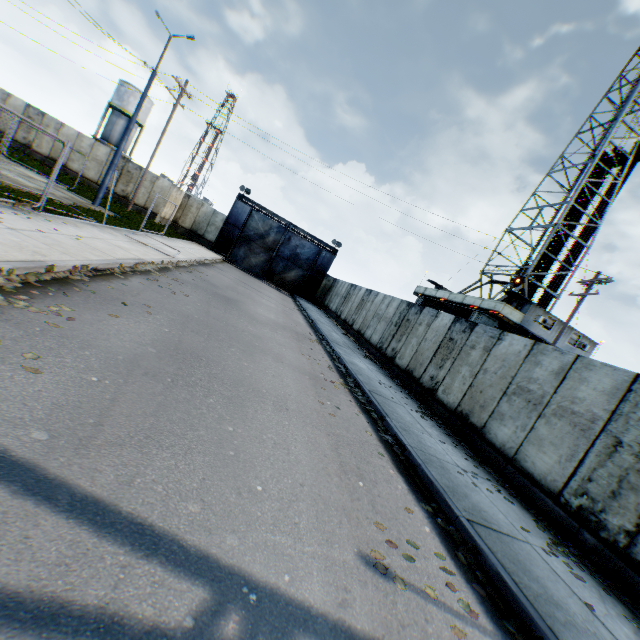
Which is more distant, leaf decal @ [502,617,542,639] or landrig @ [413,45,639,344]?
landrig @ [413,45,639,344]

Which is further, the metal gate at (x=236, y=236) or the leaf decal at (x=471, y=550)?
the metal gate at (x=236, y=236)

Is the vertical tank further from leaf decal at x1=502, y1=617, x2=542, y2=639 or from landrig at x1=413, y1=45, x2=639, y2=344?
leaf decal at x1=502, y1=617, x2=542, y2=639

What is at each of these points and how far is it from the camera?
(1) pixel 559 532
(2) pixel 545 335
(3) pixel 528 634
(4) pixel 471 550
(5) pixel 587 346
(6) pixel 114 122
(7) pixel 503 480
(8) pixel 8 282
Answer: (1) leaf decal, 6.04m
(2) landrig, 23.31m
(3) leaf decal, 3.38m
(4) leaf decal, 4.33m
(5) landrig, 23.64m
(6) vertical tank, 39.81m
(7) leaf decal, 7.45m
(8) leaf decal, 4.88m

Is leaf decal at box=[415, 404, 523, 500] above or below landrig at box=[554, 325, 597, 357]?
below

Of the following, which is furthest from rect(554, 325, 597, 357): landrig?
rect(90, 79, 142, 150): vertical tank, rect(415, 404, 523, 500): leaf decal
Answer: rect(90, 79, 142, 150): vertical tank

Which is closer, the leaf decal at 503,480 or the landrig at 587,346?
the leaf decal at 503,480

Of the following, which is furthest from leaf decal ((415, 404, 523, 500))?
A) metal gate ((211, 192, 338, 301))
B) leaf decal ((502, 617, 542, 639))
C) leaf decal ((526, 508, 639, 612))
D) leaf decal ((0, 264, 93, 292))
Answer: metal gate ((211, 192, 338, 301))
